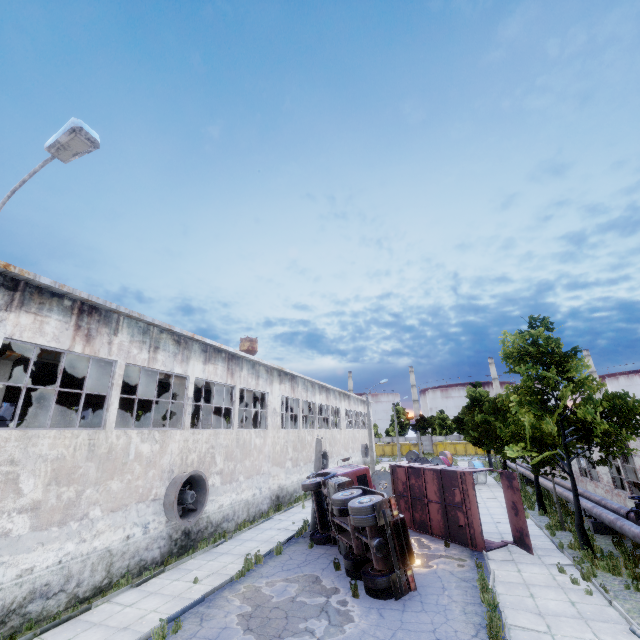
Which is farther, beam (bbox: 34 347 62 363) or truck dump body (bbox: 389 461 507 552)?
truck dump body (bbox: 389 461 507 552)

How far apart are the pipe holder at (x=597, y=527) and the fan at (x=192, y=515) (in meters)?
18.54

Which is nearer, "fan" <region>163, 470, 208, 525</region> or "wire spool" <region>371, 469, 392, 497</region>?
"fan" <region>163, 470, 208, 525</region>

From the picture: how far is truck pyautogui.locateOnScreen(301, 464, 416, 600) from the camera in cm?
1023

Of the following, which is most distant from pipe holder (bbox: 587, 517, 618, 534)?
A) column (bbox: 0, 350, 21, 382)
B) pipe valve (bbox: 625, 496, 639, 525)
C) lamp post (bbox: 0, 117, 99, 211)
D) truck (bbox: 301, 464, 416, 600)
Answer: column (bbox: 0, 350, 21, 382)

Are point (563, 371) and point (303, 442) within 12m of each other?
no

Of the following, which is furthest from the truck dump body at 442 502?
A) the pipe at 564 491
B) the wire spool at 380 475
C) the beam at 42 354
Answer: the beam at 42 354

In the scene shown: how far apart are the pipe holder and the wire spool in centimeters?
1184cm
